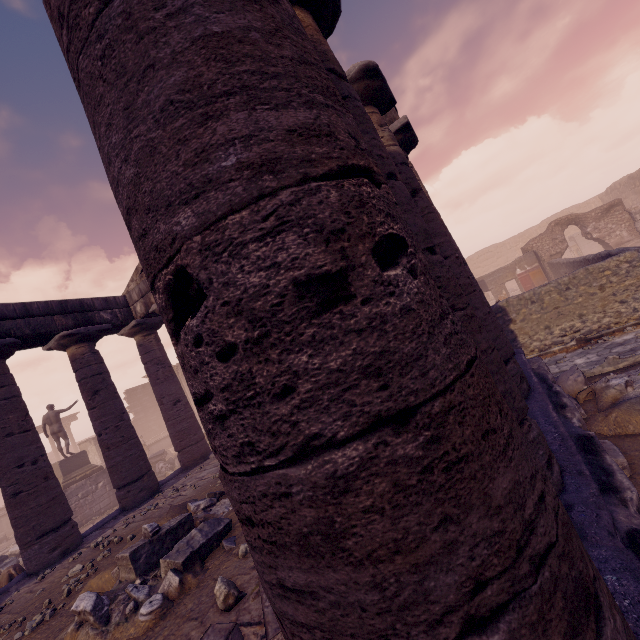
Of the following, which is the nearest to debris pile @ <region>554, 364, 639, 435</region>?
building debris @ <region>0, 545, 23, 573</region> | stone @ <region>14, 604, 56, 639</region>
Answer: stone @ <region>14, 604, 56, 639</region>

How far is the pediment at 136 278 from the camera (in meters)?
11.46

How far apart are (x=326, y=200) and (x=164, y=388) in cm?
1230

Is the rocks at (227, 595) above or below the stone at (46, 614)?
above

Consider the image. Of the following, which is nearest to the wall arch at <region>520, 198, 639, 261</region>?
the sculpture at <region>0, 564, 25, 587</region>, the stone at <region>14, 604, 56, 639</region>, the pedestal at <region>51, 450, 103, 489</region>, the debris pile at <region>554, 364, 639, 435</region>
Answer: the debris pile at <region>554, 364, 639, 435</region>

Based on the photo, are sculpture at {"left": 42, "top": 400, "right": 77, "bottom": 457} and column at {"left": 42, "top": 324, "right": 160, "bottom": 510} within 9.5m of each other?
yes

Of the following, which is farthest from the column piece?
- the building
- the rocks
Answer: the rocks

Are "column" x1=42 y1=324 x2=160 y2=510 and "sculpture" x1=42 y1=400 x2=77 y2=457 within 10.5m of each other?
yes
